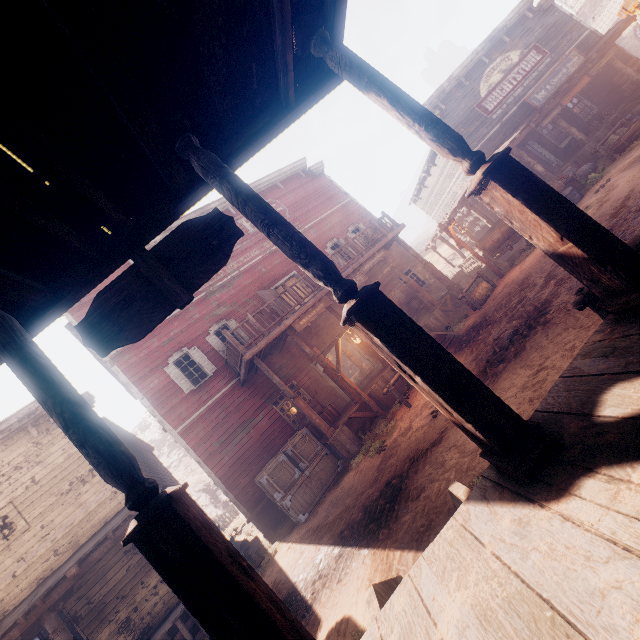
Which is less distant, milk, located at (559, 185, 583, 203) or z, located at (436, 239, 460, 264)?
milk, located at (559, 185, 583, 203)

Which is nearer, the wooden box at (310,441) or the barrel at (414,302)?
the wooden box at (310,441)

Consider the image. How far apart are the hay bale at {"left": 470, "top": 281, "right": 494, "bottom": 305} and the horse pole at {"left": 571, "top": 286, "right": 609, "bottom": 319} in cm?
818

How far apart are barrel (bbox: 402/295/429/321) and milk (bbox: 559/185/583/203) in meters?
6.8 m

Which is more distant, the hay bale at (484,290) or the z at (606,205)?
the hay bale at (484,290)

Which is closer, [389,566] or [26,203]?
[26,203]

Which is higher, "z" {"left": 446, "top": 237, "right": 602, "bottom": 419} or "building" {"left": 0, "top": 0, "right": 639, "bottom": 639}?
"building" {"left": 0, "top": 0, "right": 639, "bottom": 639}
